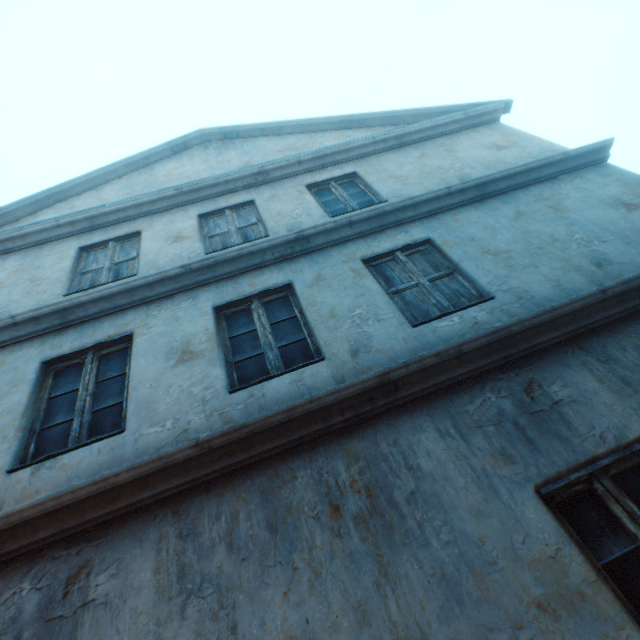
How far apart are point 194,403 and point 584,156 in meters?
6.7 m
